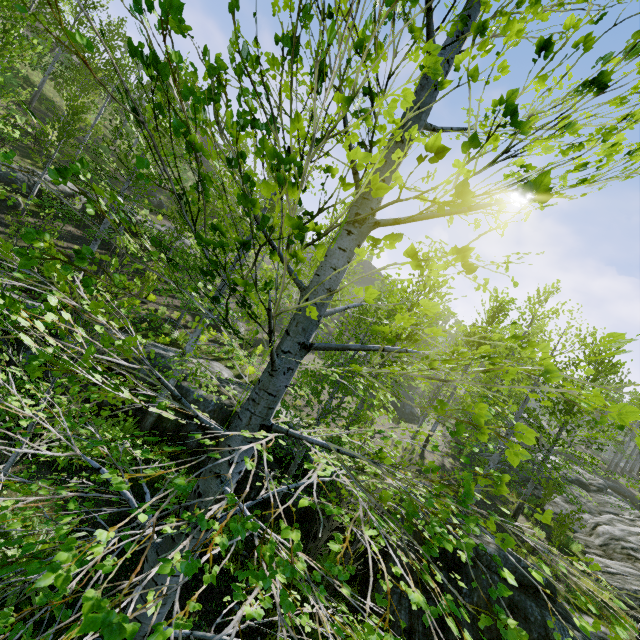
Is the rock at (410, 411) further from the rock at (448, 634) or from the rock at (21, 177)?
the rock at (21, 177)

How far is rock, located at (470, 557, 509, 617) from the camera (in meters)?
6.14

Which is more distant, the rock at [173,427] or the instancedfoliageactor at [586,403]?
the rock at [173,427]

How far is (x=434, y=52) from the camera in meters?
0.9 m

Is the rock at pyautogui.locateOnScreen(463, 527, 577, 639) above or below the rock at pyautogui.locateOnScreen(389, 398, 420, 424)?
below

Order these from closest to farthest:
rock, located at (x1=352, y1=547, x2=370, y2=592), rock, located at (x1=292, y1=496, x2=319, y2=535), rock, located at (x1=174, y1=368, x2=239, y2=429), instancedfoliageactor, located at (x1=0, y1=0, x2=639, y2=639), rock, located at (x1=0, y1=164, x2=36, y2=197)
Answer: instancedfoliageactor, located at (x1=0, y1=0, x2=639, y2=639) < rock, located at (x1=352, y1=547, x2=370, y2=592) < rock, located at (x1=292, y1=496, x2=319, y2=535) < rock, located at (x1=174, y1=368, x2=239, y2=429) < rock, located at (x1=0, y1=164, x2=36, y2=197)

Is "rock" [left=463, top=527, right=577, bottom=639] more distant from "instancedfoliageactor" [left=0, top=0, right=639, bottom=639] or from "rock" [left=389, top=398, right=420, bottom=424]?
"rock" [left=389, top=398, right=420, bottom=424]
